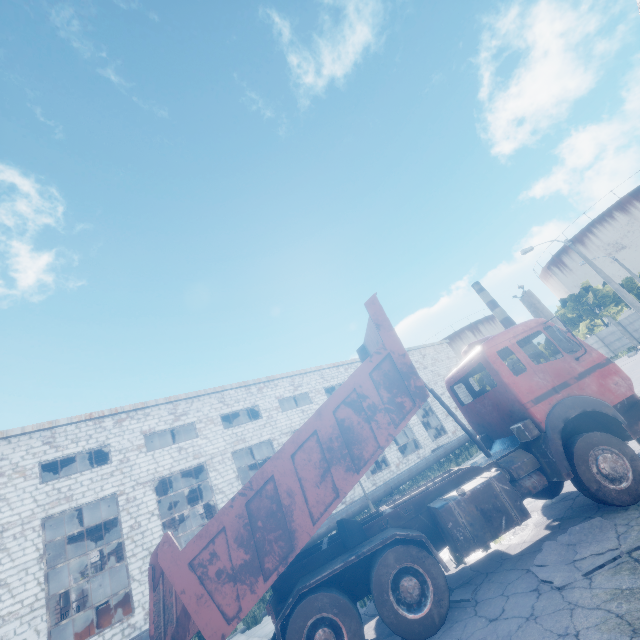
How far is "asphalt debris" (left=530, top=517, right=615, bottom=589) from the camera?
4.9 meters

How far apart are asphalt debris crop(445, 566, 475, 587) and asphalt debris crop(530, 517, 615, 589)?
1.1m

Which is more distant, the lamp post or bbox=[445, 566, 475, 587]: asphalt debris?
the lamp post

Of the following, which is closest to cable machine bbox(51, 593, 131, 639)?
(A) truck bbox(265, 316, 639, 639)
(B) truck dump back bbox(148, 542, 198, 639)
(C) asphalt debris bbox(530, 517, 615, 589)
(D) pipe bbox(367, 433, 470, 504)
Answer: (D) pipe bbox(367, 433, 470, 504)

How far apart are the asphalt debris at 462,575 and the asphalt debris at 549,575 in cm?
105

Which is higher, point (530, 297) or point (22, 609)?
point (530, 297)

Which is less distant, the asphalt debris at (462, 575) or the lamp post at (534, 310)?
the asphalt debris at (462, 575)

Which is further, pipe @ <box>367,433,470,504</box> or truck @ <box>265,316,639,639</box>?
pipe @ <box>367,433,470,504</box>
